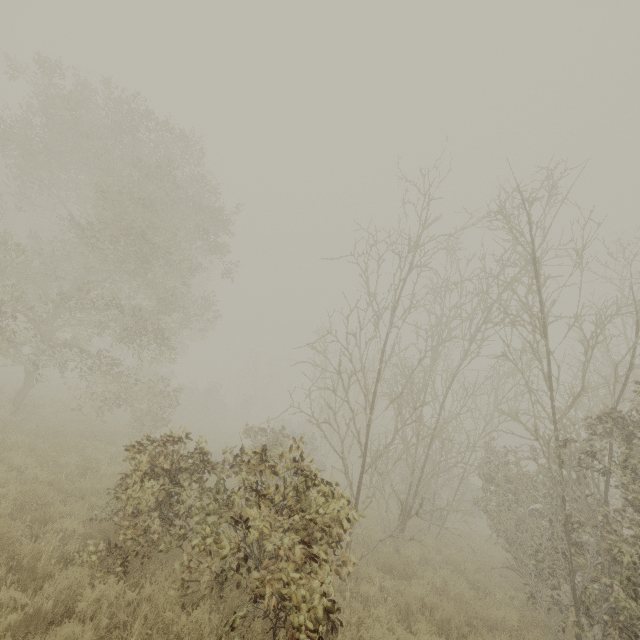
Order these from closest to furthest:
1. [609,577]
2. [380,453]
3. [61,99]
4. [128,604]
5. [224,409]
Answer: [128,604], [609,577], [380,453], [61,99], [224,409]
